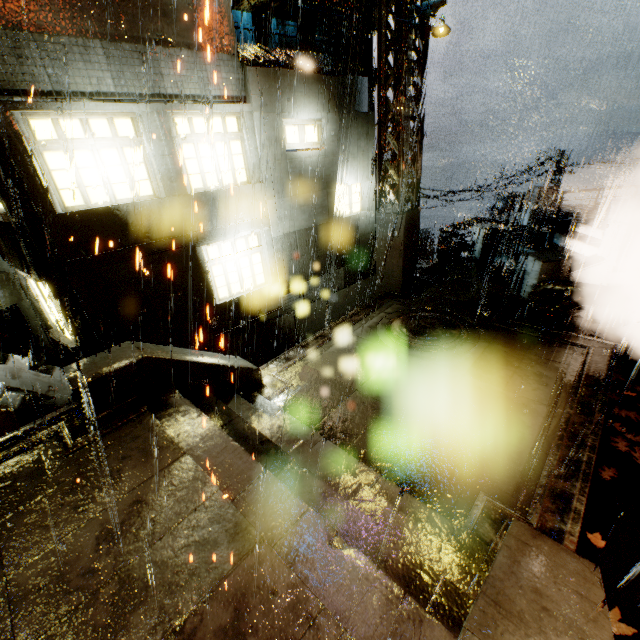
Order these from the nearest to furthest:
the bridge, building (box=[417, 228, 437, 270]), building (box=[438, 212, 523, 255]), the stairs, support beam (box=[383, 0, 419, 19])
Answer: the stairs < support beam (box=[383, 0, 419, 19]) < the bridge < building (box=[417, 228, 437, 270]) < building (box=[438, 212, 523, 255])

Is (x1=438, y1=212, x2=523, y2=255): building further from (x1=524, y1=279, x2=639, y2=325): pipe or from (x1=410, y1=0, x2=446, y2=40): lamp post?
(x1=410, y1=0, x2=446, y2=40): lamp post

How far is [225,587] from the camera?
3.1 meters

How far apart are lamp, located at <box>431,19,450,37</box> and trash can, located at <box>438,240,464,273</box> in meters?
6.6 m

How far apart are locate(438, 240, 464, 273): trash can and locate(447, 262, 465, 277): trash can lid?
0.03m

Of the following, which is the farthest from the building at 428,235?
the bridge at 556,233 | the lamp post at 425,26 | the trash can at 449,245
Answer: the lamp post at 425,26

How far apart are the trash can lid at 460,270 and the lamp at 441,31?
7.4m

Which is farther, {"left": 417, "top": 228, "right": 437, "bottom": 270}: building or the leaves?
{"left": 417, "top": 228, "right": 437, "bottom": 270}: building
